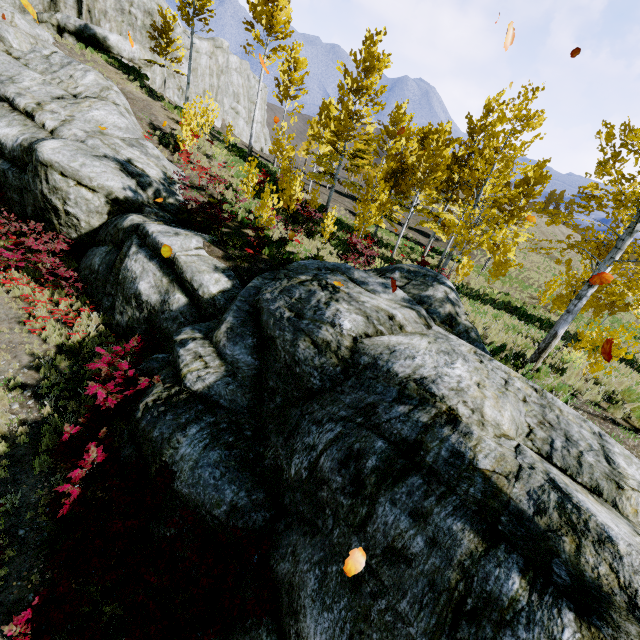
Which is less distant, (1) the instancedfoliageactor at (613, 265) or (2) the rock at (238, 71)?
(1) the instancedfoliageactor at (613, 265)

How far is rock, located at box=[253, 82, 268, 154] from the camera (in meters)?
48.88

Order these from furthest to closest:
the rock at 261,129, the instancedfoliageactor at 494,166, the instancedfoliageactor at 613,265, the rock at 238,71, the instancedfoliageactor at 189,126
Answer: the rock at 261,129 → the rock at 238,71 → the instancedfoliageactor at 189,126 → the instancedfoliageactor at 494,166 → the instancedfoliageactor at 613,265

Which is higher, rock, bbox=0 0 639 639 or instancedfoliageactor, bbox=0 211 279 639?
rock, bbox=0 0 639 639

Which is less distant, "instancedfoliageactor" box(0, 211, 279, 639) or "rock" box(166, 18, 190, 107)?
"instancedfoliageactor" box(0, 211, 279, 639)

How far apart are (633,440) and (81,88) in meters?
25.5
